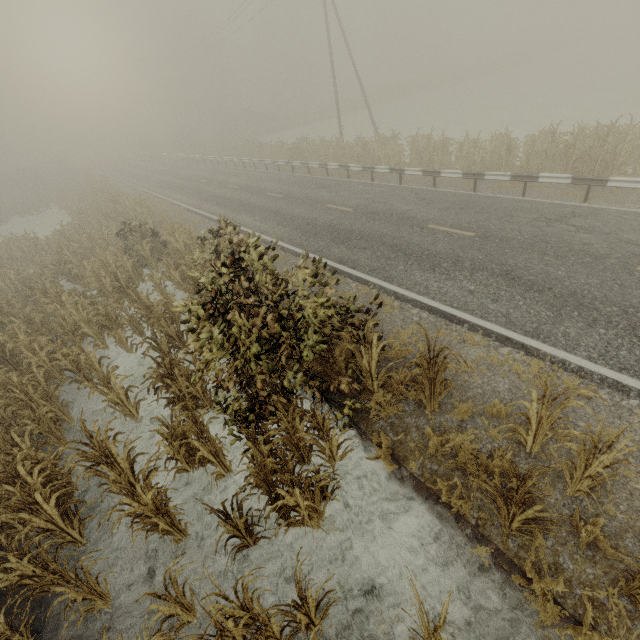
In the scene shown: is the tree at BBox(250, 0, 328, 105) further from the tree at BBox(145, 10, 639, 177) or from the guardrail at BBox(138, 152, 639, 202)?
the guardrail at BBox(138, 152, 639, 202)

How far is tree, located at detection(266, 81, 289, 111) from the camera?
57.87m

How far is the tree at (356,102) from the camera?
46.7m

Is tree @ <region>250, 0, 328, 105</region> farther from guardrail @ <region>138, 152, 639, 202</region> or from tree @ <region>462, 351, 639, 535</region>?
tree @ <region>462, 351, 639, 535</region>

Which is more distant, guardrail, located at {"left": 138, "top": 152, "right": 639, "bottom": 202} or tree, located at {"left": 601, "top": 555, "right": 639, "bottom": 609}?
guardrail, located at {"left": 138, "top": 152, "right": 639, "bottom": 202}

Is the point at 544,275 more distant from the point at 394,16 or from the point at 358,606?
the point at 394,16

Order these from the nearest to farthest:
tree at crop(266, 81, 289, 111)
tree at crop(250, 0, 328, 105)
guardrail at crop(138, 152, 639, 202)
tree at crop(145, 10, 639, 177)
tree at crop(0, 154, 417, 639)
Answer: tree at crop(0, 154, 417, 639) → guardrail at crop(138, 152, 639, 202) → tree at crop(145, 10, 639, 177) → tree at crop(250, 0, 328, 105) → tree at crop(266, 81, 289, 111)

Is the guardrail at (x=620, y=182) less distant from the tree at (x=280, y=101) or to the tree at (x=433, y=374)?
the tree at (x=433, y=374)
